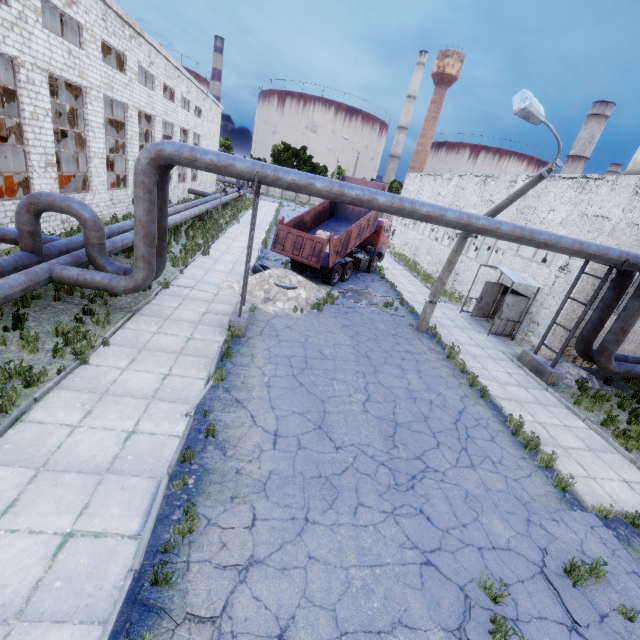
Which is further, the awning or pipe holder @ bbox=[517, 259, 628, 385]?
the awning

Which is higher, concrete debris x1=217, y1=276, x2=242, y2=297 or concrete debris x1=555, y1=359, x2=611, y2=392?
concrete debris x1=555, y1=359, x2=611, y2=392

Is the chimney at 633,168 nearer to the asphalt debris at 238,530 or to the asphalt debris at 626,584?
the asphalt debris at 626,584

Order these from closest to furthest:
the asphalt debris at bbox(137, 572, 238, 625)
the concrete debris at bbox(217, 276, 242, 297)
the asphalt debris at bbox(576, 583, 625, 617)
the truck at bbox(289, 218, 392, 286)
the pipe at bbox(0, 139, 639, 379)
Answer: the asphalt debris at bbox(137, 572, 238, 625) < the asphalt debris at bbox(576, 583, 625, 617) < the pipe at bbox(0, 139, 639, 379) < the concrete debris at bbox(217, 276, 242, 297) < the truck at bbox(289, 218, 392, 286)

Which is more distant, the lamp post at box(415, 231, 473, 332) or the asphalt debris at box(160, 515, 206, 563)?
the lamp post at box(415, 231, 473, 332)

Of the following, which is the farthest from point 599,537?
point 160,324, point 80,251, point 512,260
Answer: point 80,251

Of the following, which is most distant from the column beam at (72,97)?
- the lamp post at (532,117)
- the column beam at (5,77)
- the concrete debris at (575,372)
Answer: the concrete debris at (575,372)

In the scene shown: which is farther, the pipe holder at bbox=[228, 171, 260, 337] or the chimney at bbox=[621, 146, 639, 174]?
the chimney at bbox=[621, 146, 639, 174]
